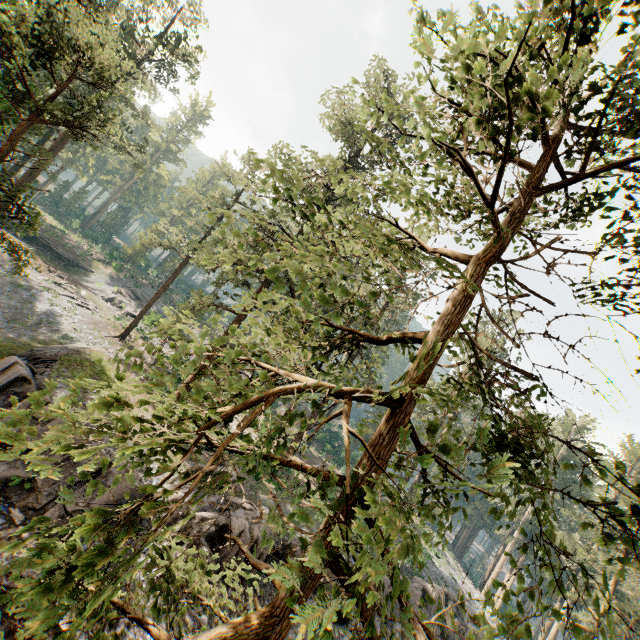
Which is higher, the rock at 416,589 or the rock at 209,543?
the rock at 416,589

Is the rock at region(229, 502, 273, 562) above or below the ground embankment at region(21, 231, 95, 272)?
below

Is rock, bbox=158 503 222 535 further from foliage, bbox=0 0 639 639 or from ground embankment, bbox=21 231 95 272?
ground embankment, bbox=21 231 95 272

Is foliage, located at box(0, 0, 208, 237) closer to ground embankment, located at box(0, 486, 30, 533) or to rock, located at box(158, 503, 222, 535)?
rock, located at box(158, 503, 222, 535)

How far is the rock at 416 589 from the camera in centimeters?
2505cm

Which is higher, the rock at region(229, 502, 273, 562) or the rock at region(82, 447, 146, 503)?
the rock at region(229, 502, 273, 562)

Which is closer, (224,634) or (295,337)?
(224,634)
